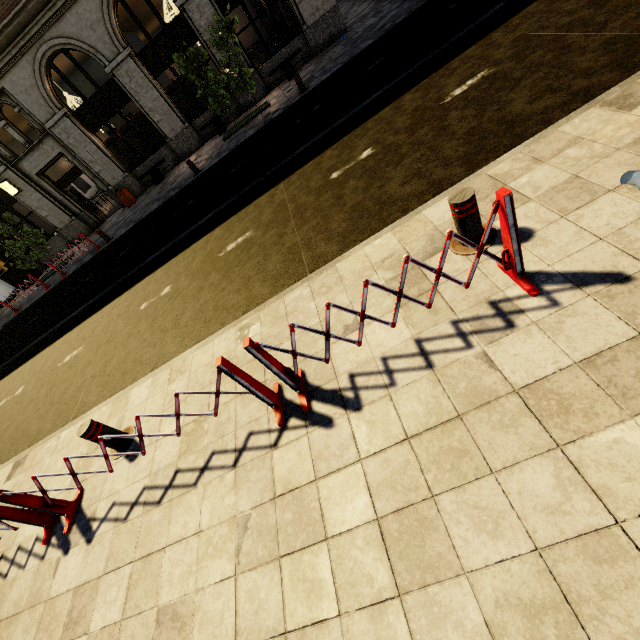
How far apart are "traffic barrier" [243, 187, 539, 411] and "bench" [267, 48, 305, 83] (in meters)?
15.55

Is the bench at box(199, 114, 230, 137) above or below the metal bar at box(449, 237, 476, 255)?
above

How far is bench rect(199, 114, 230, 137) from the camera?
15.04m

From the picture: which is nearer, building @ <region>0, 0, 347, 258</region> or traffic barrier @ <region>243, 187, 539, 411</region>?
traffic barrier @ <region>243, 187, 539, 411</region>

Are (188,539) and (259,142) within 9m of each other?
no

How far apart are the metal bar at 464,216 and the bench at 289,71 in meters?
14.9

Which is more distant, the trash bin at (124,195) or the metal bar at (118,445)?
the trash bin at (124,195)

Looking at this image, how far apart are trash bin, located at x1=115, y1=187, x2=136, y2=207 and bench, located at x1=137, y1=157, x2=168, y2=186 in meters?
0.8
